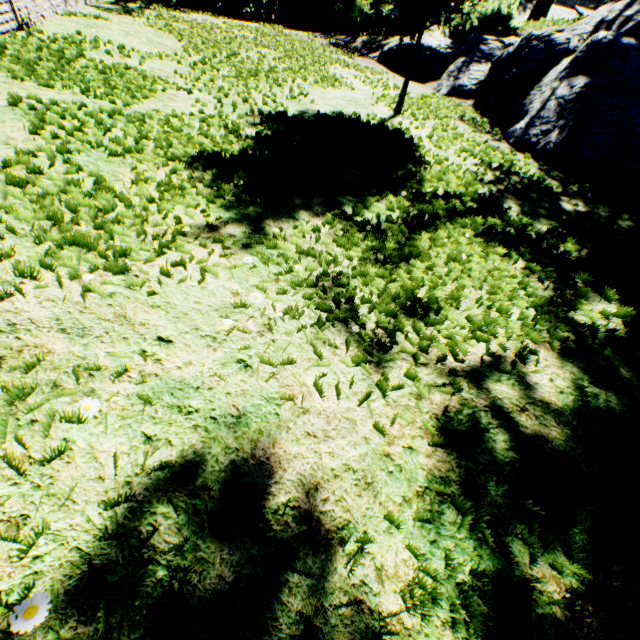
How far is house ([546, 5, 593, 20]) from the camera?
38.3 meters

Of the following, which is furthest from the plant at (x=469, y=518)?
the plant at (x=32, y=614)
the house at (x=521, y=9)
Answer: the plant at (x=32, y=614)

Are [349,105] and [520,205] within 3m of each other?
no

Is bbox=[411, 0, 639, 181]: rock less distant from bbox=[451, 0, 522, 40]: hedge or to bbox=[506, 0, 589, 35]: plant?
bbox=[451, 0, 522, 40]: hedge

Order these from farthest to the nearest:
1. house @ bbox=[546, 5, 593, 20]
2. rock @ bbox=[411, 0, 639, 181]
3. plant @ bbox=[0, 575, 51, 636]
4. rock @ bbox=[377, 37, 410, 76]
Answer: house @ bbox=[546, 5, 593, 20] → rock @ bbox=[377, 37, 410, 76] → rock @ bbox=[411, 0, 639, 181] → plant @ bbox=[0, 575, 51, 636]

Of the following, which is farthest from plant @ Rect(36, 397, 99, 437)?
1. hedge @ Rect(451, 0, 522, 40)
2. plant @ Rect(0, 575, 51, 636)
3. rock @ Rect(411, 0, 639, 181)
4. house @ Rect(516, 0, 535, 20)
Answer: plant @ Rect(0, 575, 51, 636)

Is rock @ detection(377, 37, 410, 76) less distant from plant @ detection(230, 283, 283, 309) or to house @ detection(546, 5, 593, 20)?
plant @ detection(230, 283, 283, 309)

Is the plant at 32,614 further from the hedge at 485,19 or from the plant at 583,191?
the hedge at 485,19
